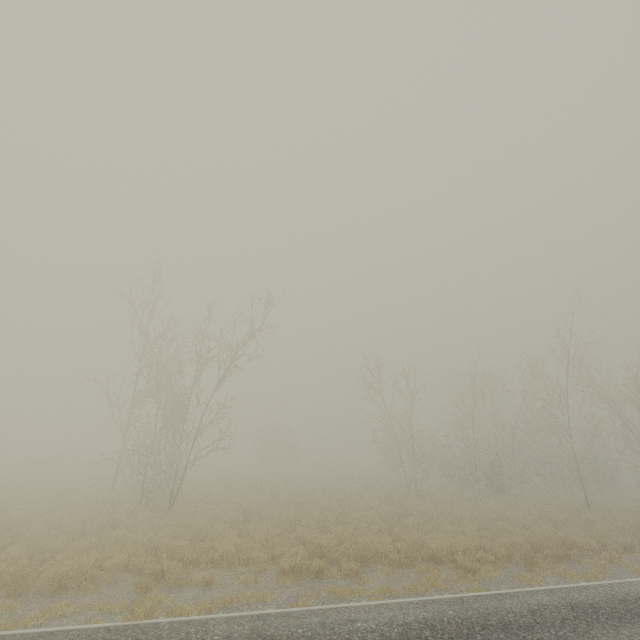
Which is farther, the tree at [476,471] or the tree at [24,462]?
the tree at [476,471]

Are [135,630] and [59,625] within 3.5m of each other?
yes

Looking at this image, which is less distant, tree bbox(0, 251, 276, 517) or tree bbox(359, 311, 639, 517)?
tree bbox(0, 251, 276, 517)
